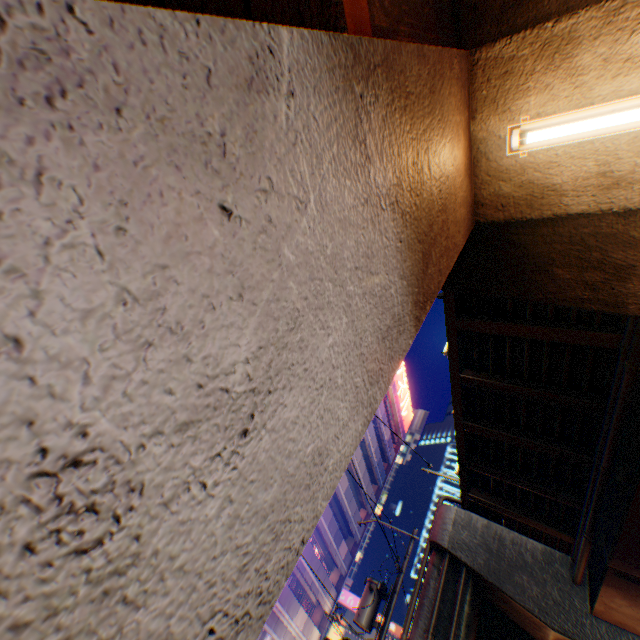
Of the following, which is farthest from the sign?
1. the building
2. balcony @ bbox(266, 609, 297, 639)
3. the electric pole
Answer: the electric pole

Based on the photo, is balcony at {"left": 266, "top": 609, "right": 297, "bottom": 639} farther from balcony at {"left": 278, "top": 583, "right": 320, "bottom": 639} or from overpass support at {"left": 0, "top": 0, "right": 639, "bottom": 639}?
overpass support at {"left": 0, "top": 0, "right": 639, "bottom": 639}

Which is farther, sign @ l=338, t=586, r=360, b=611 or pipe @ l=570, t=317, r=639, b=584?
sign @ l=338, t=586, r=360, b=611

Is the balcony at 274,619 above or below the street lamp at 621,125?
below

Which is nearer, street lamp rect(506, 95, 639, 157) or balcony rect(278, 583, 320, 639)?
street lamp rect(506, 95, 639, 157)

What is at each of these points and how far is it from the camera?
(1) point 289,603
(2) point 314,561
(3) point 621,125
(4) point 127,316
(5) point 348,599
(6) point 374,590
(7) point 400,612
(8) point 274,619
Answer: (1) balcony, 23.7 meters
(2) balcony, 26.2 meters
(3) street lamp, 2.5 meters
(4) overpass support, 0.6 meters
(5) sign, 37.4 meters
(6) electric pole, 13.5 meters
(7) building, 56.8 meters
(8) balcony, 22.7 meters

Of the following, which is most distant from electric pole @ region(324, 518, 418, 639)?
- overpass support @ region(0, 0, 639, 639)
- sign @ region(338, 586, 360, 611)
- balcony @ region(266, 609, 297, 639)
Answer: sign @ region(338, 586, 360, 611)

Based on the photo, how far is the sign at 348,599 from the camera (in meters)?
36.84
